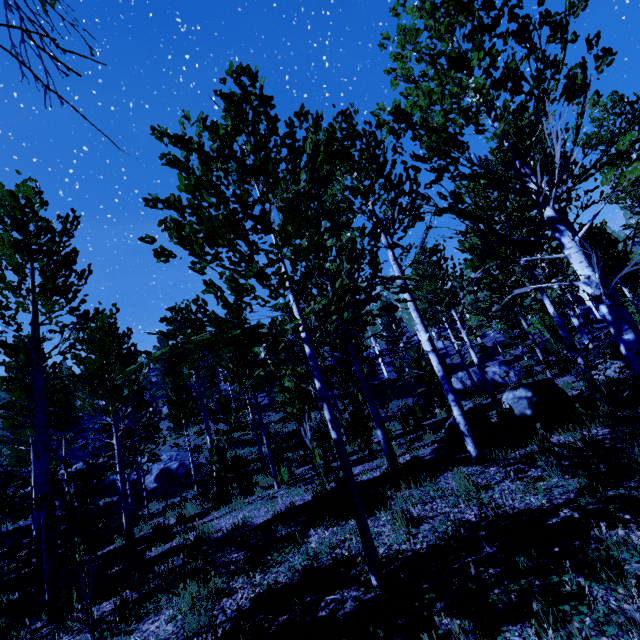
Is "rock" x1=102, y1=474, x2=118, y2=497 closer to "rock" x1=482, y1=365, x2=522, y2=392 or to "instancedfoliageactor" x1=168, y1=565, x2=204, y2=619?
"instancedfoliageactor" x1=168, y1=565, x2=204, y2=619

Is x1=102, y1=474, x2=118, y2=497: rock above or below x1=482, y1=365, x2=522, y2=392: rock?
above

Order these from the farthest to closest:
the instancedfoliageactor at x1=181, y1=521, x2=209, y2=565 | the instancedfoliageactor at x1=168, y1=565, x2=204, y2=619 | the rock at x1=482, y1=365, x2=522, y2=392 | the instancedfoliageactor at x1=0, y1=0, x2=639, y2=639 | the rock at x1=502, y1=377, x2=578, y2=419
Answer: the rock at x1=482, y1=365, x2=522, y2=392
the rock at x1=502, y1=377, x2=578, y2=419
the instancedfoliageactor at x1=181, y1=521, x2=209, y2=565
the instancedfoliageactor at x1=168, y1=565, x2=204, y2=619
the instancedfoliageactor at x1=0, y1=0, x2=639, y2=639

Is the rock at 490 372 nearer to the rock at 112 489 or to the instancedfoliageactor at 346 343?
the instancedfoliageactor at 346 343

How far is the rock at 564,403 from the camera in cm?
739

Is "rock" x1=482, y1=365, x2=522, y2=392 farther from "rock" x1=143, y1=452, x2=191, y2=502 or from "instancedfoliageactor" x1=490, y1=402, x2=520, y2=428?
"rock" x1=143, y1=452, x2=191, y2=502

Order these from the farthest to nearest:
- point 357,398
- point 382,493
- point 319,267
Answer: point 357,398 → point 319,267 → point 382,493

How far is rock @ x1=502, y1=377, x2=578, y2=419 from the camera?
7.4m
